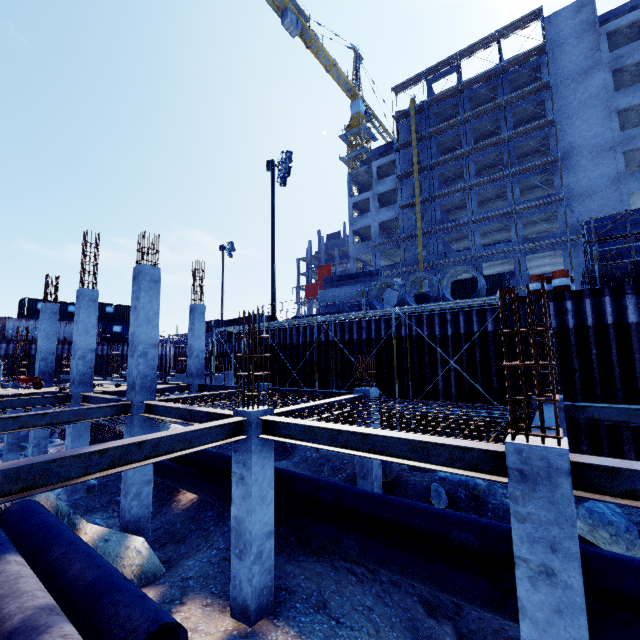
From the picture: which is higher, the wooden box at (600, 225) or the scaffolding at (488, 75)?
the scaffolding at (488, 75)

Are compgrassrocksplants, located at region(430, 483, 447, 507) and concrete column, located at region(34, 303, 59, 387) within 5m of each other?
no

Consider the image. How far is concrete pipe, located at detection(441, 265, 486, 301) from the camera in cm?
1335

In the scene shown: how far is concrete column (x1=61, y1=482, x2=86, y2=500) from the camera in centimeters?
1185cm

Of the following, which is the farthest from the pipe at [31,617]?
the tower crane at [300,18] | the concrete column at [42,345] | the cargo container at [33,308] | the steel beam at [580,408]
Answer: the tower crane at [300,18]

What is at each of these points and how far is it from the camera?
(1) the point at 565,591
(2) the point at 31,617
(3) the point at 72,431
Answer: (1) concrete column, 3.4m
(2) pipe, 3.9m
(3) concrete column, 12.1m

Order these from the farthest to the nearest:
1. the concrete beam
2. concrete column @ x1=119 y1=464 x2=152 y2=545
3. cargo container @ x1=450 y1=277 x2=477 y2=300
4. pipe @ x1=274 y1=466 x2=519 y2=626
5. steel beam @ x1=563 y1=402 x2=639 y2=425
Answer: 1. cargo container @ x1=450 y1=277 x2=477 y2=300
2. the concrete beam
3. concrete column @ x1=119 y1=464 x2=152 y2=545
4. steel beam @ x1=563 y1=402 x2=639 y2=425
5. pipe @ x1=274 y1=466 x2=519 y2=626
